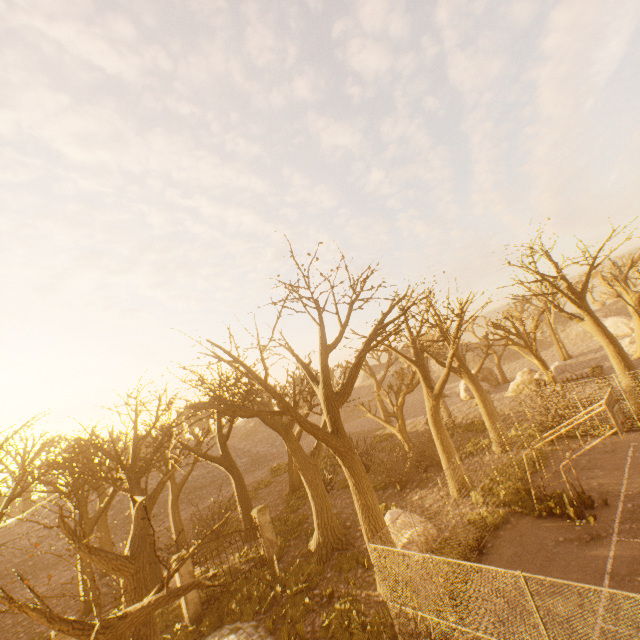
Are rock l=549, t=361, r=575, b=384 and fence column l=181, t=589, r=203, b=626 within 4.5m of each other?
no

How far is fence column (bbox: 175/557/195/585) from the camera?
13.45m

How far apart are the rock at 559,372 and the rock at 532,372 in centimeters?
51cm

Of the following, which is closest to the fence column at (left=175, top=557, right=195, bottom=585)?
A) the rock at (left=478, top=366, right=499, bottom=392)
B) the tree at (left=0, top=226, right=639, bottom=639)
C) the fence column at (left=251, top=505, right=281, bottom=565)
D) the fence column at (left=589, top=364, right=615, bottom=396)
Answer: the fence column at (left=251, top=505, right=281, bottom=565)

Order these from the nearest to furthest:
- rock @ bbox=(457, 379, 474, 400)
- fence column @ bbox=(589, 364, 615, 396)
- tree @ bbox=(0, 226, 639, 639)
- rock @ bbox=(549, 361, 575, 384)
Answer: tree @ bbox=(0, 226, 639, 639) → fence column @ bbox=(589, 364, 615, 396) → rock @ bbox=(549, 361, 575, 384) → rock @ bbox=(457, 379, 474, 400)

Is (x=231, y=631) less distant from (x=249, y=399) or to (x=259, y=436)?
(x=249, y=399)

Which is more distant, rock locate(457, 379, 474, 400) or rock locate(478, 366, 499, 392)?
rock locate(478, 366, 499, 392)

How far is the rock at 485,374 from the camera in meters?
39.7 m
